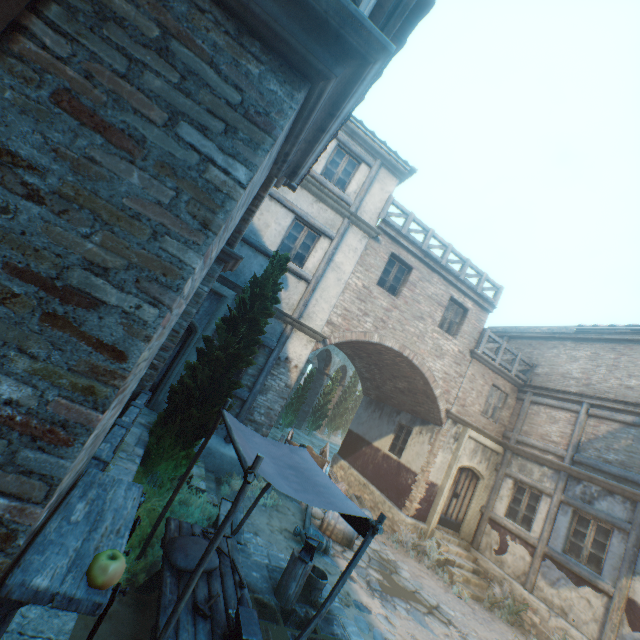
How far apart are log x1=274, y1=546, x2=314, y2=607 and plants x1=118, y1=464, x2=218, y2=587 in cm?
184

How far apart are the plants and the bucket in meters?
2.2

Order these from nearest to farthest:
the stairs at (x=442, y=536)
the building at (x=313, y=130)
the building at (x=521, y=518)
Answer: the building at (x=313, y=130) < the stairs at (x=442, y=536) < the building at (x=521, y=518)

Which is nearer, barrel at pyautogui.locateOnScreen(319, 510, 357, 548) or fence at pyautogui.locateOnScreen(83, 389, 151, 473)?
fence at pyautogui.locateOnScreen(83, 389, 151, 473)

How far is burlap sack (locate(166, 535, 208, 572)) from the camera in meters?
3.8

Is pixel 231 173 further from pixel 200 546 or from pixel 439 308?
pixel 439 308

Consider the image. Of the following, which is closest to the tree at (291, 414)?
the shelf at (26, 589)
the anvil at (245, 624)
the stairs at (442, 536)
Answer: the anvil at (245, 624)

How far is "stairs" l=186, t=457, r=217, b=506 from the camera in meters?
7.0
